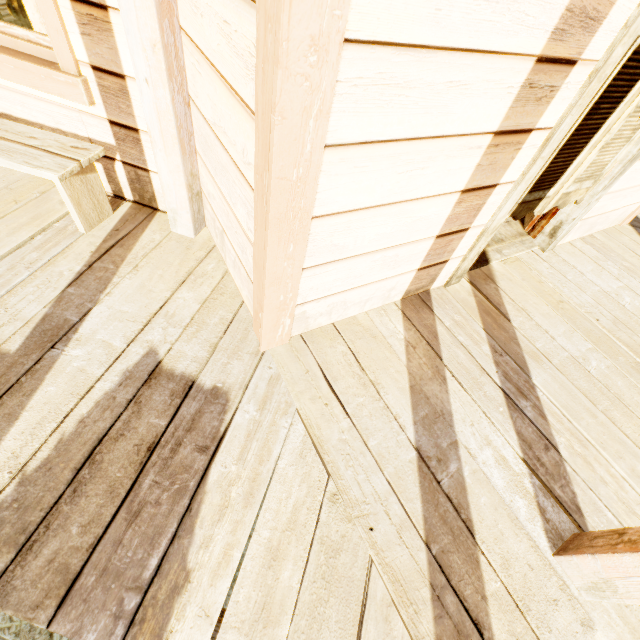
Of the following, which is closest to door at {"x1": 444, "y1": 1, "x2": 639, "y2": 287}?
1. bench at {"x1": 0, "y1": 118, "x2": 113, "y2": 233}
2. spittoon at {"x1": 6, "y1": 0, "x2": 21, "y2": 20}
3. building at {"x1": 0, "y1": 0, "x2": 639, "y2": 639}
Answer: building at {"x1": 0, "y1": 0, "x2": 639, "y2": 639}

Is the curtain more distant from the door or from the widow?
the door

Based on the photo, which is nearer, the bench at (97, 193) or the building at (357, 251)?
the building at (357, 251)

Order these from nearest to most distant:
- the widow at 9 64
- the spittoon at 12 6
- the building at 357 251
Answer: the building at 357 251 → the widow at 9 64 → the spittoon at 12 6

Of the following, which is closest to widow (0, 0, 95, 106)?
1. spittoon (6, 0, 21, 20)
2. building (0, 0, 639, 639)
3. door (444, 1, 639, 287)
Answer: building (0, 0, 639, 639)

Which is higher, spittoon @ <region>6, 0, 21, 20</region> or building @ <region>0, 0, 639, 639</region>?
→ spittoon @ <region>6, 0, 21, 20</region>

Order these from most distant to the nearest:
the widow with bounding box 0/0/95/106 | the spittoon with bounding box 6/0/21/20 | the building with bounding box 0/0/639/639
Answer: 1. the spittoon with bounding box 6/0/21/20
2. the widow with bounding box 0/0/95/106
3. the building with bounding box 0/0/639/639

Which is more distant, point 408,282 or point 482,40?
point 408,282
